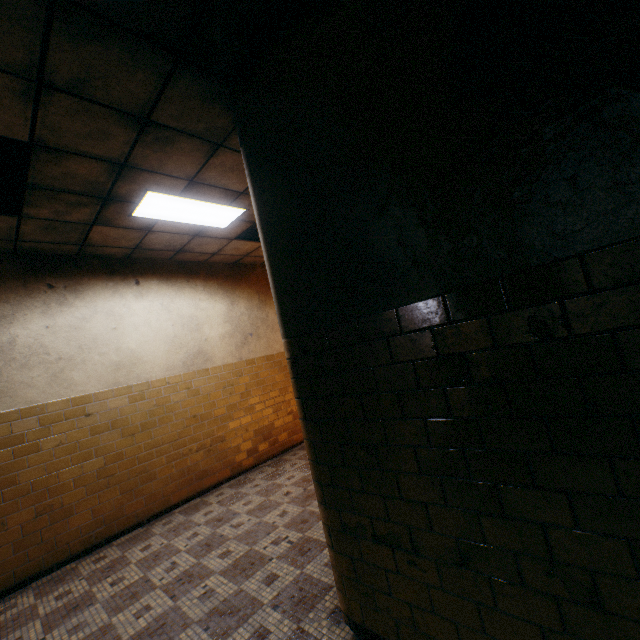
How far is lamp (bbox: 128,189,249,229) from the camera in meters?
3.8 m

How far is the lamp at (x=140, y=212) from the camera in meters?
3.8 m

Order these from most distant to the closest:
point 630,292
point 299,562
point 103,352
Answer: point 103,352
point 299,562
point 630,292
